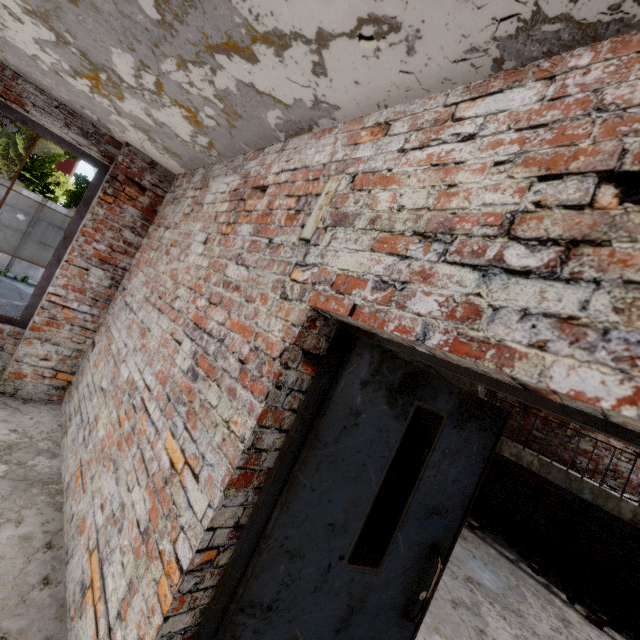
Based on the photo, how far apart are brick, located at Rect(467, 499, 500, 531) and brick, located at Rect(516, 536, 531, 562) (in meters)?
0.64

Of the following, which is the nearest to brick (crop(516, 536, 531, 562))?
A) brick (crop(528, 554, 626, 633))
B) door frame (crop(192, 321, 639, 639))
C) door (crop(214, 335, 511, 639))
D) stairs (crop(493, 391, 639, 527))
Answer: brick (crop(528, 554, 626, 633))

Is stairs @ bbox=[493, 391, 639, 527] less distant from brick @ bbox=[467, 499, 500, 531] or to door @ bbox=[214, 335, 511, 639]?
brick @ bbox=[467, 499, 500, 531]

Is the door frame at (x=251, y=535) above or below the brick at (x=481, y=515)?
above

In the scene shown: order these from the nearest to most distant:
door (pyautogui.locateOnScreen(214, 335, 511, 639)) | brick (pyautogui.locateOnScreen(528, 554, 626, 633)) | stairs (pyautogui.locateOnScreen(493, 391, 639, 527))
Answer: door (pyautogui.locateOnScreen(214, 335, 511, 639))
brick (pyautogui.locateOnScreen(528, 554, 626, 633))
stairs (pyautogui.locateOnScreen(493, 391, 639, 527))

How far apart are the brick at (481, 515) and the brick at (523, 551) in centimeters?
64cm

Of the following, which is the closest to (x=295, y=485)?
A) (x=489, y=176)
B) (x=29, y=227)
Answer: (x=489, y=176)

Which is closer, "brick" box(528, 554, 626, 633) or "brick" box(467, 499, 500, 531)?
"brick" box(528, 554, 626, 633)
